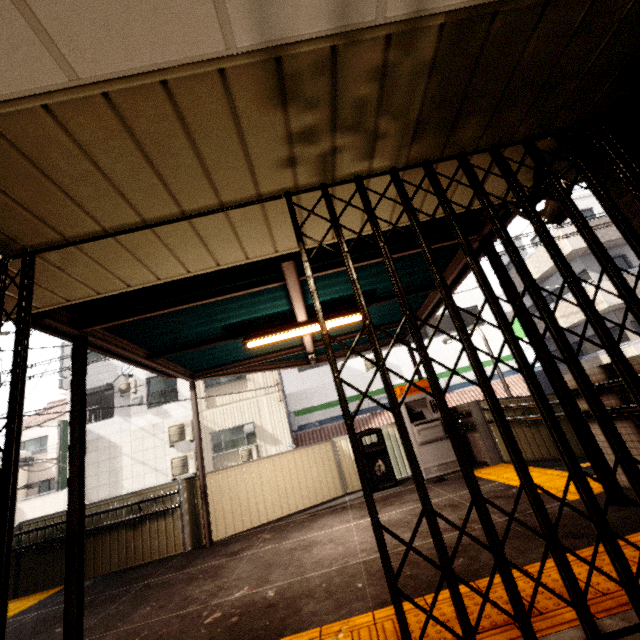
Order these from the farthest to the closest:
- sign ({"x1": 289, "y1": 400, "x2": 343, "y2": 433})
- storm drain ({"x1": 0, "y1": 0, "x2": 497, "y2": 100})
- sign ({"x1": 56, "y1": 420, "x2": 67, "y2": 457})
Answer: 1. sign ({"x1": 289, "y1": 400, "x2": 343, "y2": 433})
2. sign ({"x1": 56, "y1": 420, "x2": 67, "y2": 457})
3. storm drain ({"x1": 0, "y1": 0, "x2": 497, "y2": 100})

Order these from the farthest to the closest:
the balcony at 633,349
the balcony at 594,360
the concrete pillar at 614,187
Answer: the balcony at 594,360
the balcony at 633,349
the concrete pillar at 614,187

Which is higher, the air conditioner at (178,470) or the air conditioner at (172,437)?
the air conditioner at (172,437)

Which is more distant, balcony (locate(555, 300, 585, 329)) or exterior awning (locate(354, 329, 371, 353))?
balcony (locate(555, 300, 585, 329))

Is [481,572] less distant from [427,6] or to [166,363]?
[427,6]

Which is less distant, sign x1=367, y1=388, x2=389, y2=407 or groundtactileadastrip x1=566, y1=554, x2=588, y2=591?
groundtactileadastrip x1=566, y1=554, x2=588, y2=591

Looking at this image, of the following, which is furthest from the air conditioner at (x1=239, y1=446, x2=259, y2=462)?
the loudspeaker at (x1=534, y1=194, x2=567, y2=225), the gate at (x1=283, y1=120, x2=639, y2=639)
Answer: the loudspeaker at (x1=534, y1=194, x2=567, y2=225)

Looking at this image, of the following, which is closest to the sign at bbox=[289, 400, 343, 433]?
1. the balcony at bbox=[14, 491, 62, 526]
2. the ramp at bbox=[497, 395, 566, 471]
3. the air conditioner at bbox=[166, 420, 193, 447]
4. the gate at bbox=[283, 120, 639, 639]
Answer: the gate at bbox=[283, 120, 639, 639]
